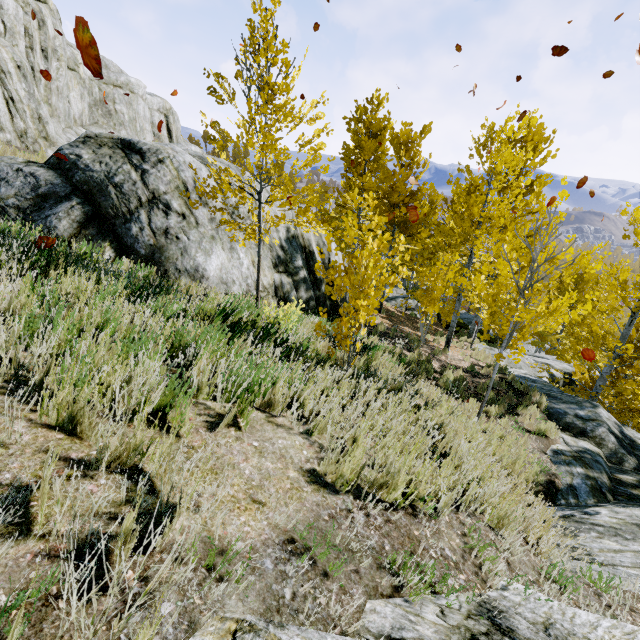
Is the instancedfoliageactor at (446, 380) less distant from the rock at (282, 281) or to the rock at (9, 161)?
the rock at (9, 161)

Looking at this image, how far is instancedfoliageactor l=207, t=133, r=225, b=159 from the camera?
5.1 meters

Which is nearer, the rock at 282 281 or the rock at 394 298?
the rock at 282 281

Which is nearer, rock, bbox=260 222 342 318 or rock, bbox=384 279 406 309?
rock, bbox=260 222 342 318

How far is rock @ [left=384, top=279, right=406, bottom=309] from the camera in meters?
22.2 m

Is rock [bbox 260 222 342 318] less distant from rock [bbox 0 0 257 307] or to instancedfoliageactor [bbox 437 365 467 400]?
instancedfoliageactor [bbox 437 365 467 400]

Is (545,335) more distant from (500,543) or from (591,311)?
(500,543)

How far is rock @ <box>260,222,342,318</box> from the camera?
8.0m
